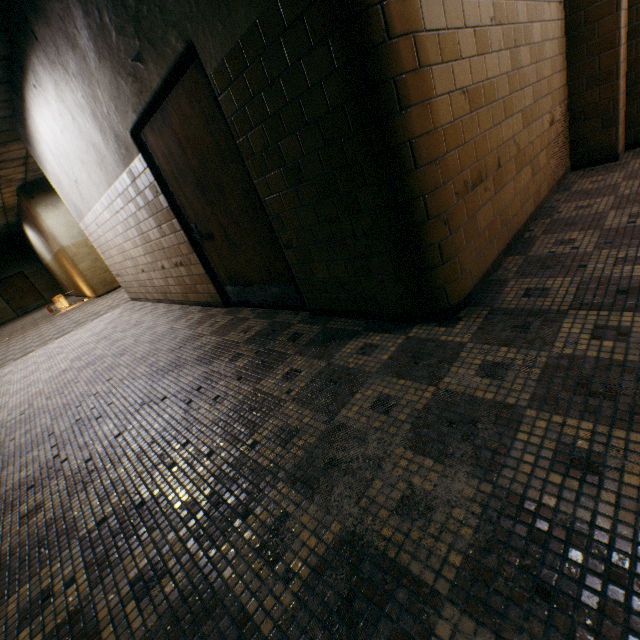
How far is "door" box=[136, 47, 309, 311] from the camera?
2.6 meters

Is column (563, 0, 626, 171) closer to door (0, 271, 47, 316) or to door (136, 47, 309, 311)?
door (136, 47, 309, 311)

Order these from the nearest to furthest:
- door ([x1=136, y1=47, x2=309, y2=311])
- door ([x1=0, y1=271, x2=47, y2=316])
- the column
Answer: door ([x1=136, y1=47, x2=309, y2=311]) < the column < door ([x1=0, y1=271, x2=47, y2=316])

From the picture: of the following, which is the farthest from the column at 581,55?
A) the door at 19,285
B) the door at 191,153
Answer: the door at 19,285

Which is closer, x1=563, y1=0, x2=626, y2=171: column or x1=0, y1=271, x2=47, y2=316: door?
x1=563, y1=0, x2=626, y2=171: column

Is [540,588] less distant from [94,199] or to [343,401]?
[343,401]

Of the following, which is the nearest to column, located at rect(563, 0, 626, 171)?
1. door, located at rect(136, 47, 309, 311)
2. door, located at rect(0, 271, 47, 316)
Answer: door, located at rect(136, 47, 309, 311)
